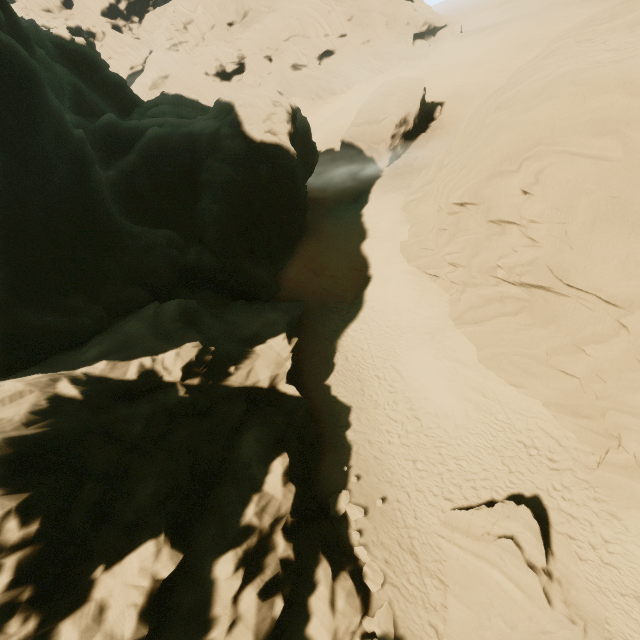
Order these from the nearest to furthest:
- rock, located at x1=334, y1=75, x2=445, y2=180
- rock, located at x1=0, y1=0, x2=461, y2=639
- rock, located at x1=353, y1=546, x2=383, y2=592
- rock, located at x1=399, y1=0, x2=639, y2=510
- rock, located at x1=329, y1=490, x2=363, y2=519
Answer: rock, located at x1=0, y1=0, x2=461, y2=639, rock, located at x1=399, y1=0, x2=639, y2=510, rock, located at x1=353, y1=546, x2=383, y2=592, rock, located at x1=329, y1=490, x2=363, y2=519, rock, located at x1=334, y1=75, x2=445, y2=180

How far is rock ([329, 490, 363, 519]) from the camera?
13.1m

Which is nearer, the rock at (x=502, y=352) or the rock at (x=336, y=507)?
the rock at (x=502, y=352)

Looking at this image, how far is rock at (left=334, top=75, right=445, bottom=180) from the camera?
33.3 meters

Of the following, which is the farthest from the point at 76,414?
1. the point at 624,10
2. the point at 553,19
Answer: the point at 553,19

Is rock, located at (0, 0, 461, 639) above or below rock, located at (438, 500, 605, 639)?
above
